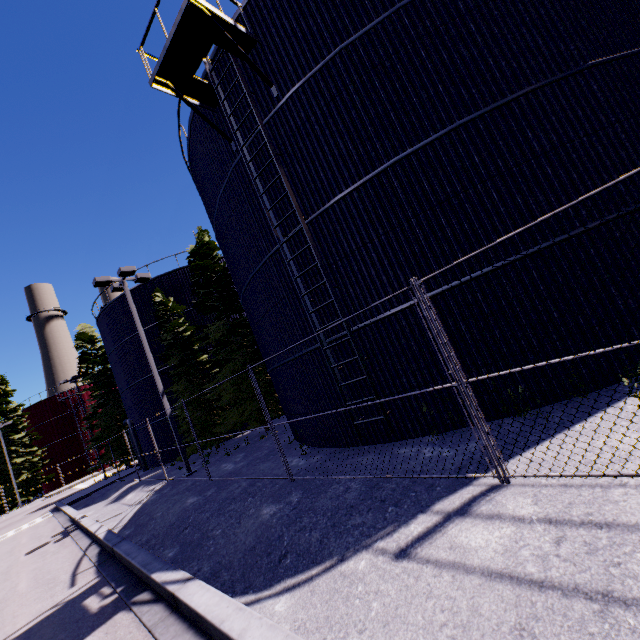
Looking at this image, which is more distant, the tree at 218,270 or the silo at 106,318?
the silo at 106,318

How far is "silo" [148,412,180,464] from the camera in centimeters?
2161cm

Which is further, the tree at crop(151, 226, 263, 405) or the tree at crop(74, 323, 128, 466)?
the tree at crop(74, 323, 128, 466)

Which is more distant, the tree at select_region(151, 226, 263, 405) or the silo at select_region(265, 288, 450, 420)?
the tree at select_region(151, 226, 263, 405)

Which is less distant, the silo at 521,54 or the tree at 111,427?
the silo at 521,54

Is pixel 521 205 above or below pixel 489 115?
below

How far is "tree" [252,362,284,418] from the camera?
16.7m

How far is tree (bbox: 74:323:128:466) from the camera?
28.66m
